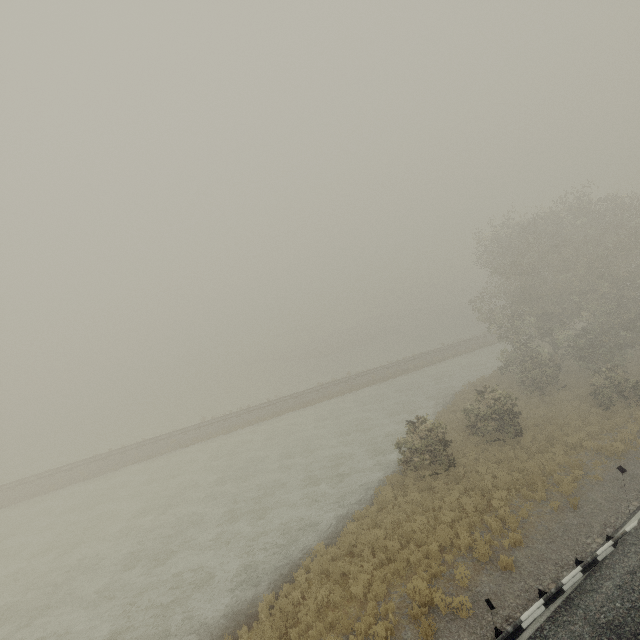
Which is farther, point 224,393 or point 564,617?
point 224,393
